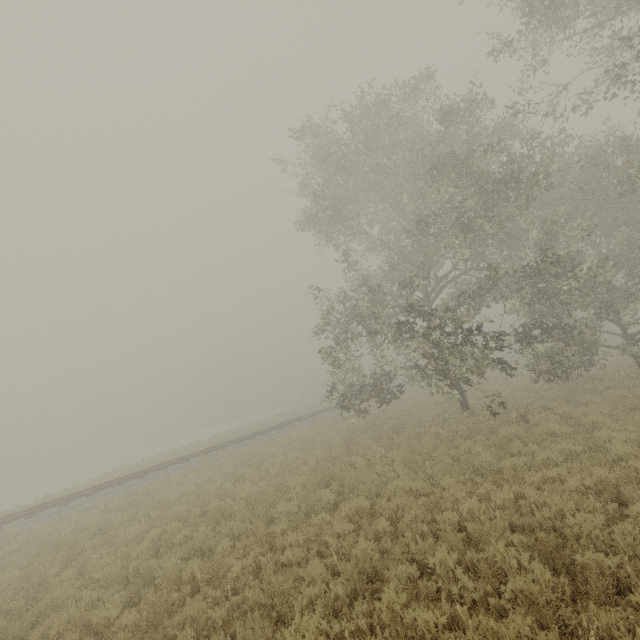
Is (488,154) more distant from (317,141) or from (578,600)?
(578,600)

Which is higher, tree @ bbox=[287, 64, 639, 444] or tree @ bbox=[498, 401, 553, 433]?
tree @ bbox=[287, 64, 639, 444]

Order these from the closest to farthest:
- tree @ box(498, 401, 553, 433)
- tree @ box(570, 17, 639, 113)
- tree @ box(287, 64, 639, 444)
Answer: tree @ box(570, 17, 639, 113) → tree @ box(498, 401, 553, 433) → tree @ box(287, 64, 639, 444)

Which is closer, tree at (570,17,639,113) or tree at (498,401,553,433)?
tree at (570,17,639,113)

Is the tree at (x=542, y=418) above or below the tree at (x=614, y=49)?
below

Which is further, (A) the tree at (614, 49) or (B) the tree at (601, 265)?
(B) the tree at (601, 265)
